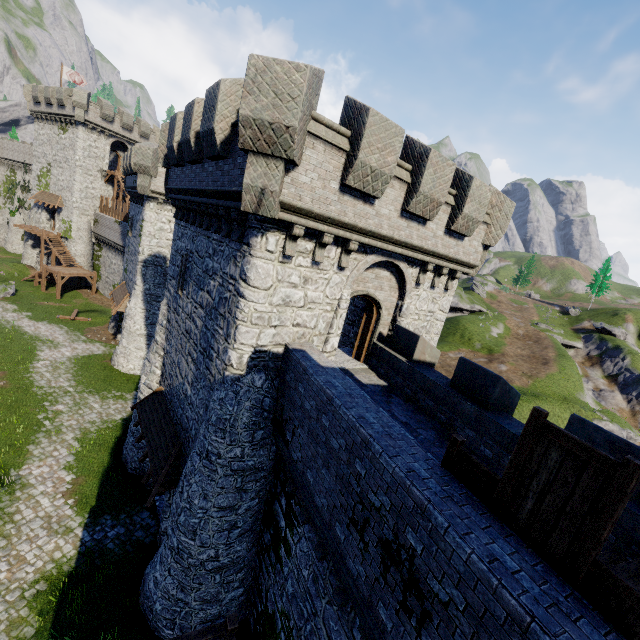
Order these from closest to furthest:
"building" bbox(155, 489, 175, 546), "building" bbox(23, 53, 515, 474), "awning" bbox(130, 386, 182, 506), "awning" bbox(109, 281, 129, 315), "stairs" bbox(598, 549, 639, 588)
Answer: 1. "stairs" bbox(598, 549, 639, 588)
2. "building" bbox(23, 53, 515, 474)
3. "awning" bbox(130, 386, 182, 506)
4. "building" bbox(155, 489, 175, 546)
5. "awning" bbox(109, 281, 129, 315)

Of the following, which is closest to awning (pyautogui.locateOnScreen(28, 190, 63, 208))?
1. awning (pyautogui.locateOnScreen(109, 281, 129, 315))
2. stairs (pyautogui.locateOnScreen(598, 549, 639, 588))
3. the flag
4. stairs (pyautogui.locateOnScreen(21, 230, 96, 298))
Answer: stairs (pyautogui.locateOnScreen(21, 230, 96, 298))

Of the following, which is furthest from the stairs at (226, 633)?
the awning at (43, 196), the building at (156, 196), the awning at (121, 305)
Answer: the awning at (43, 196)

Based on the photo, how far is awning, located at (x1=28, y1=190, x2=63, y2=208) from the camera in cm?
4050

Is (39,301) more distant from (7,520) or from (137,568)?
(137,568)

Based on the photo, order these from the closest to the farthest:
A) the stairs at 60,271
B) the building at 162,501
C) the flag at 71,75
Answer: the building at 162,501, the stairs at 60,271, the flag at 71,75

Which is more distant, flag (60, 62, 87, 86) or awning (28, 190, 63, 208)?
flag (60, 62, 87, 86)

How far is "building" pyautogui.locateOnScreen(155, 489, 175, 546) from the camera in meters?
13.1
